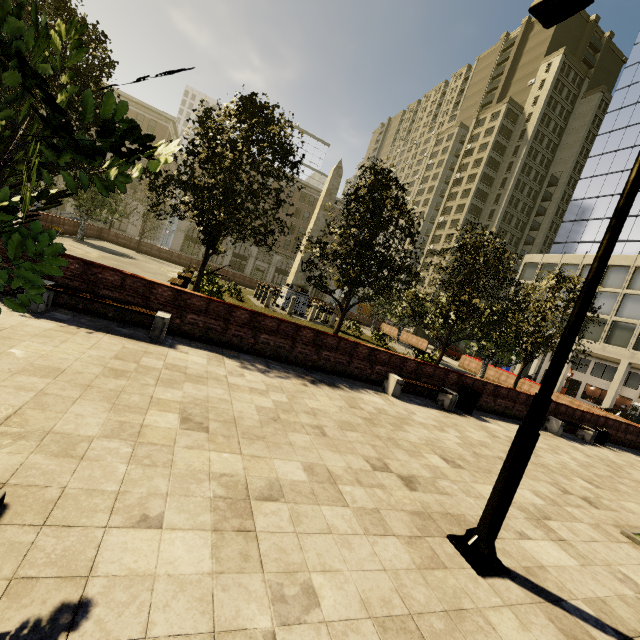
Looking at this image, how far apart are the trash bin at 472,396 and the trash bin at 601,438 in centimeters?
809cm

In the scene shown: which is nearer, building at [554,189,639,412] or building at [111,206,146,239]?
building at [554,189,639,412]

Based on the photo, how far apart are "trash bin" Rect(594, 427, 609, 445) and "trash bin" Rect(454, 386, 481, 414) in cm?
809

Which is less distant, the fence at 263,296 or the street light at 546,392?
the street light at 546,392

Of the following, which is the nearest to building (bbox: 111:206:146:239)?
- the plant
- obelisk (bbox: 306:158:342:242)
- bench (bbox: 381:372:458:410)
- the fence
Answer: bench (bbox: 381:372:458:410)

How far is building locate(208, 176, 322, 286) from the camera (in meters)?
56.29

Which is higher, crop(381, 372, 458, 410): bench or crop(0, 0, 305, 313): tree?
crop(0, 0, 305, 313): tree

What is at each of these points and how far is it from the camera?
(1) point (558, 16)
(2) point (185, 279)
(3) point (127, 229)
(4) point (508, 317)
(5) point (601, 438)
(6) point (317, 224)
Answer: (1) street light, 5.17m
(2) bench, 16.50m
(3) building, 49.97m
(4) tree, 14.97m
(5) trash bin, 14.59m
(6) obelisk, 24.06m
